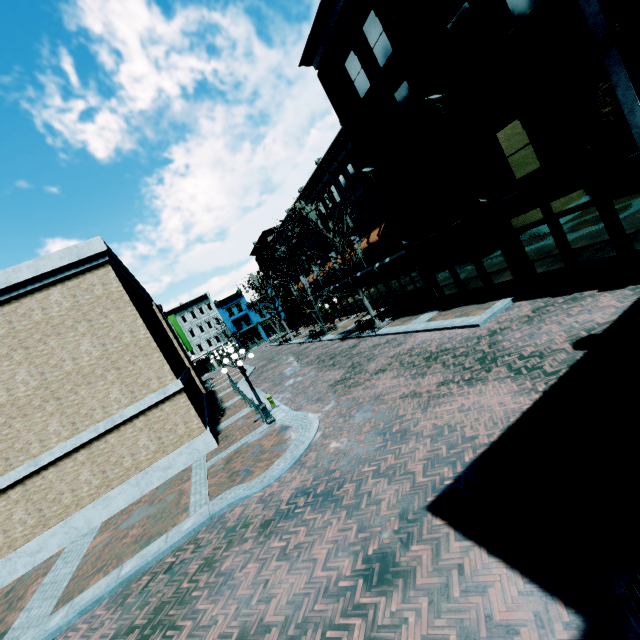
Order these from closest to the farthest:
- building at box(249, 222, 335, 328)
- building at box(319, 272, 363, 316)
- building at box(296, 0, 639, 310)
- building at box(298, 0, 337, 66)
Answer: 1. building at box(296, 0, 639, 310)
2. building at box(298, 0, 337, 66)
3. building at box(319, 272, 363, 316)
4. building at box(249, 222, 335, 328)

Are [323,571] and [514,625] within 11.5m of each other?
yes

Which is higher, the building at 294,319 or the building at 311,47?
the building at 311,47

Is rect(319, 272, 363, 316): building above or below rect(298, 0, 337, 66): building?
below

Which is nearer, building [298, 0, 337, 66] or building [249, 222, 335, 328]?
building [298, 0, 337, 66]

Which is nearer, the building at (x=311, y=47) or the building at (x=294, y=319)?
the building at (x=311, y=47)

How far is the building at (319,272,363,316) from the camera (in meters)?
34.76
